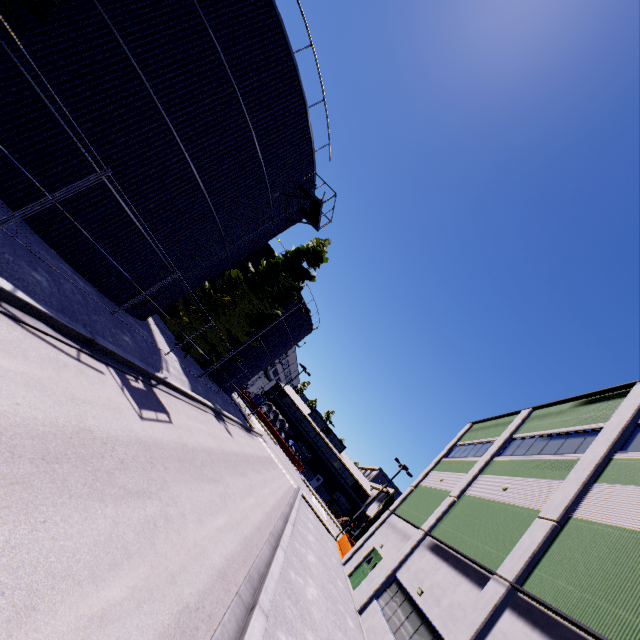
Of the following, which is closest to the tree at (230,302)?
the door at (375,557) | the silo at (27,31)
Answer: the silo at (27,31)

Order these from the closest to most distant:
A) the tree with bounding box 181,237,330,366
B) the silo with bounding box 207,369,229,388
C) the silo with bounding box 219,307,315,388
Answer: the tree with bounding box 181,237,330,366
the silo with bounding box 207,369,229,388
the silo with bounding box 219,307,315,388

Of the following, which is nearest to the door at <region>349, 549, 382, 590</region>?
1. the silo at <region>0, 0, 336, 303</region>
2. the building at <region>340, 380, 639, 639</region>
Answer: the building at <region>340, 380, 639, 639</region>

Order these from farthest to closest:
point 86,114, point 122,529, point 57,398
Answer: point 86,114 → point 57,398 → point 122,529

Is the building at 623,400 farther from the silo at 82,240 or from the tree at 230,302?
the silo at 82,240

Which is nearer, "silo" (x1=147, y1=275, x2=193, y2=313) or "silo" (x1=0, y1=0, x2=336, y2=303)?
"silo" (x1=0, y1=0, x2=336, y2=303)

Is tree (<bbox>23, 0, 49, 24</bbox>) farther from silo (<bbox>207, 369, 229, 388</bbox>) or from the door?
the door

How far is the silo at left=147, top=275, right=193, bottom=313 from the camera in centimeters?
1614cm
